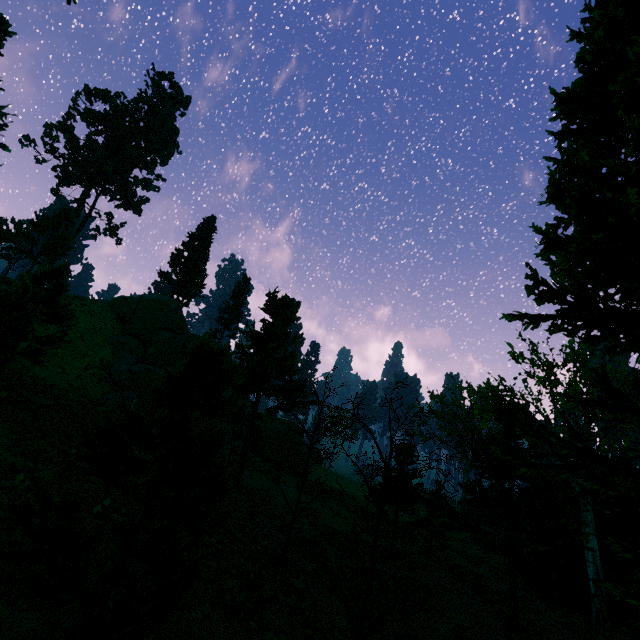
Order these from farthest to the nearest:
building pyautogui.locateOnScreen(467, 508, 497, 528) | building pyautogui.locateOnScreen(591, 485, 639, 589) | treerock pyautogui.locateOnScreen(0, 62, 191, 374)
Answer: building pyautogui.locateOnScreen(467, 508, 497, 528)
building pyautogui.locateOnScreen(591, 485, 639, 589)
treerock pyautogui.locateOnScreen(0, 62, 191, 374)

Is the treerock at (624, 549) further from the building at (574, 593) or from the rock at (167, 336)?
the rock at (167, 336)

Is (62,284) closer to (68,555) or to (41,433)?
(41,433)

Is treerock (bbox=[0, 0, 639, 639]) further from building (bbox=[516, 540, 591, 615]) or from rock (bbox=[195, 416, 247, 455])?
rock (bbox=[195, 416, 247, 455])

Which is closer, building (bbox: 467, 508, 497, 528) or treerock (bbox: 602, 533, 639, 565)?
treerock (bbox: 602, 533, 639, 565)

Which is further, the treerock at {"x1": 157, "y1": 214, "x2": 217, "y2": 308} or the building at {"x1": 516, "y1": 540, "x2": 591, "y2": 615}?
the treerock at {"x1": 157, "y1": 214, "x2": 217, "y2": 308}

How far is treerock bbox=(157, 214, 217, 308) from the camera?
39.7m

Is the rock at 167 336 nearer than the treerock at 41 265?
No
